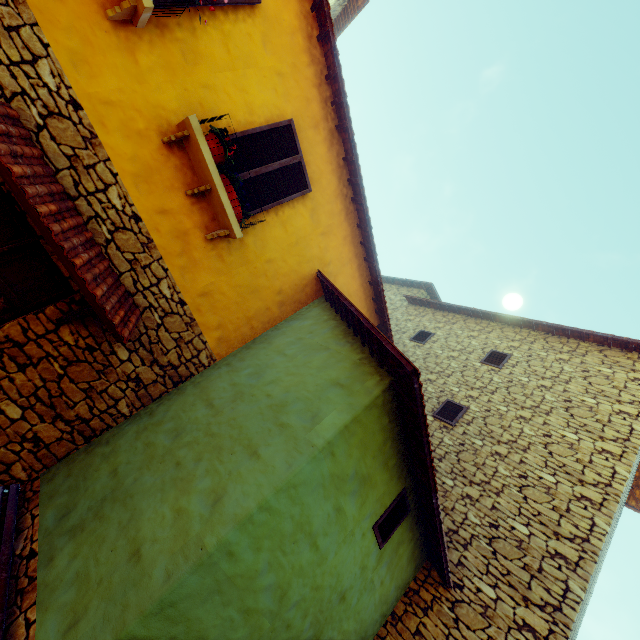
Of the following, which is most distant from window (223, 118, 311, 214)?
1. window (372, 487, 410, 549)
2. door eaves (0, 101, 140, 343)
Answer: window (372, 487, 410, 549)

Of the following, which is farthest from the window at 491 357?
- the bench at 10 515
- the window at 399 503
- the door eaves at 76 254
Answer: the bench at 10 515

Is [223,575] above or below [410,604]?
below

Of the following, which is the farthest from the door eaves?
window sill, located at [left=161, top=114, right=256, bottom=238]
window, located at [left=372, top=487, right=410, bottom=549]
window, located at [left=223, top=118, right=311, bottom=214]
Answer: window, located at [left=372, top=487, right=410, bottom=549]

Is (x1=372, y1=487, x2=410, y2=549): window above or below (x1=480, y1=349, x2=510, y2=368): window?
below

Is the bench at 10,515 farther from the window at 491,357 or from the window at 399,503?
the window at 491,357

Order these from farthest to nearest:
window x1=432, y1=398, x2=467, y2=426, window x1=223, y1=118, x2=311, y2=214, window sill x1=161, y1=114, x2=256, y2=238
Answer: window x1=432, y1=398, x2=467, y2=426 → window x1=223, y1=118, x2=311, y2=214 → window sill x1=161, y1=114, x2=256, y2=238

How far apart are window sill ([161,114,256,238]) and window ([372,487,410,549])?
4.2 meters
